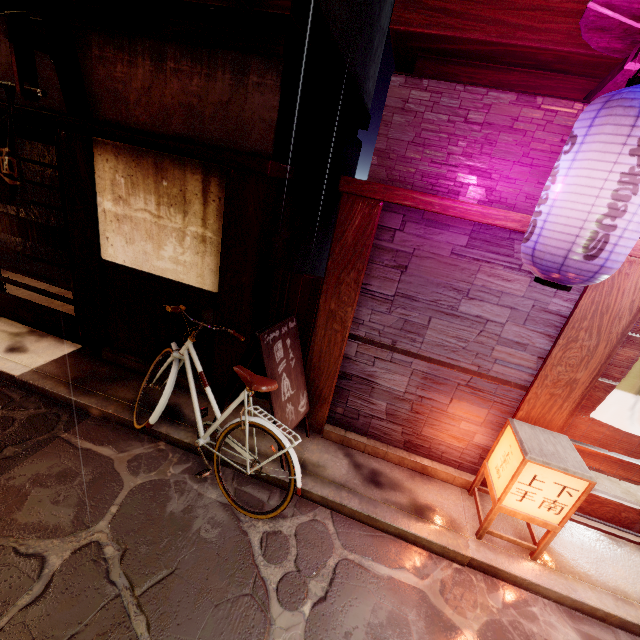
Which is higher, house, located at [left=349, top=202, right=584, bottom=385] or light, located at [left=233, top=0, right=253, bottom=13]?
light, located at [left=233, top=0, right=253, bottom=13]

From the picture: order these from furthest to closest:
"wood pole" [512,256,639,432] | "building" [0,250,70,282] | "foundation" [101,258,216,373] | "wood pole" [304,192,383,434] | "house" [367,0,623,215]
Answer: "building" [0,250,70,282]
"foundation" [101,258,216,373]
"wood pole" [304,192,383,434]
"wood pole" [512,256,639,432]
"house" [367,0,623,215]

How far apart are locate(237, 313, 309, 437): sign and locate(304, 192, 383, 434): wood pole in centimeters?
5cm

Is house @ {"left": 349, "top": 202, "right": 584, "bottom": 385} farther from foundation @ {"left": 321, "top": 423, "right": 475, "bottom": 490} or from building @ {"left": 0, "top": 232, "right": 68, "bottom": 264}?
building @ {"left": 0, "top": 232, "right": 68, "bottom": 264}

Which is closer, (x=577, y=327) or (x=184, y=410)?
(x=577, y=327)

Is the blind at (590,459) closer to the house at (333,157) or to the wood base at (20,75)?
the house at (333,157)

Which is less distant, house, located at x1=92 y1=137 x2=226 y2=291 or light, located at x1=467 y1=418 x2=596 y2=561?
light, located at x1=467 y1=418 x2=596 y2=561

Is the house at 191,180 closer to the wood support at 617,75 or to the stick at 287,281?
the stick at 287,281
